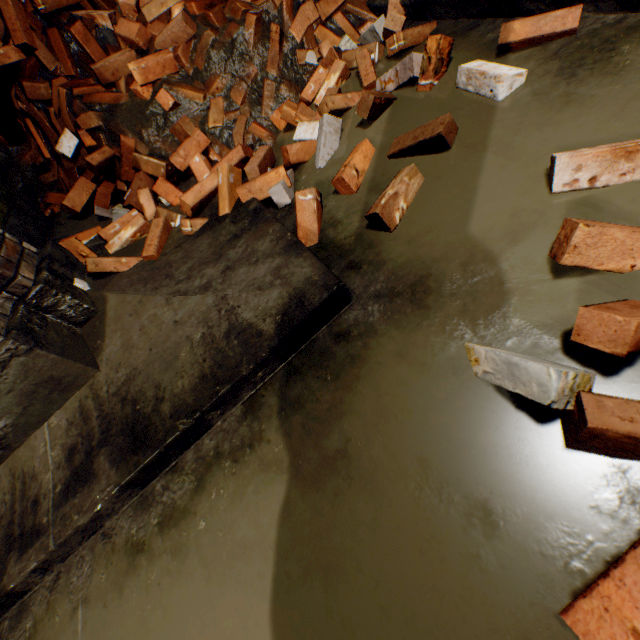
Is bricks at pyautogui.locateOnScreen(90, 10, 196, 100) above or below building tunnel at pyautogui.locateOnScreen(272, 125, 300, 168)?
above

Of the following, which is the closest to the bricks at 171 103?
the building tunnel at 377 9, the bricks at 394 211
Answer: the building tunnel at 377 9

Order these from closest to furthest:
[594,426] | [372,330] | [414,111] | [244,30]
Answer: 1. [594,426]
2. [372,330]
3. [414,111]
4. [244,30]

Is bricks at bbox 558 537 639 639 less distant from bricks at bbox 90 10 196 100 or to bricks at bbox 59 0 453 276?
bricks at bbox 59 0 453 276

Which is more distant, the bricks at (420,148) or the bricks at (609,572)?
the bricks at (420,148)

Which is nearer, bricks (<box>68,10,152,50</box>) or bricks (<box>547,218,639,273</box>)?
bricks (<box>547,218,639,273</box>)

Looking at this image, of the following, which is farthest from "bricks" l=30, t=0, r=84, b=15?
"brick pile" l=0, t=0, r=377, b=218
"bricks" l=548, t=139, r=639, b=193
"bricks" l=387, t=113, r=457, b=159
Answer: "bricks" l=548, t=139, r=639, b=193

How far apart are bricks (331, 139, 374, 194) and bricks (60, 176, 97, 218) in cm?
22
